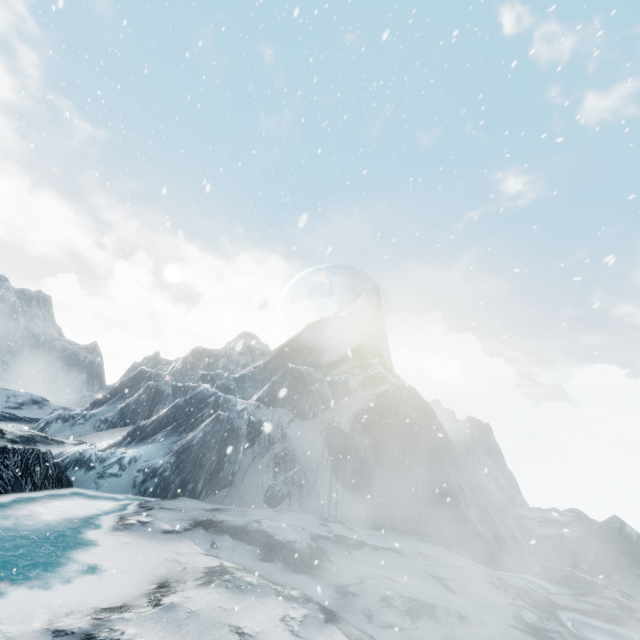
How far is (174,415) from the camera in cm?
1994
